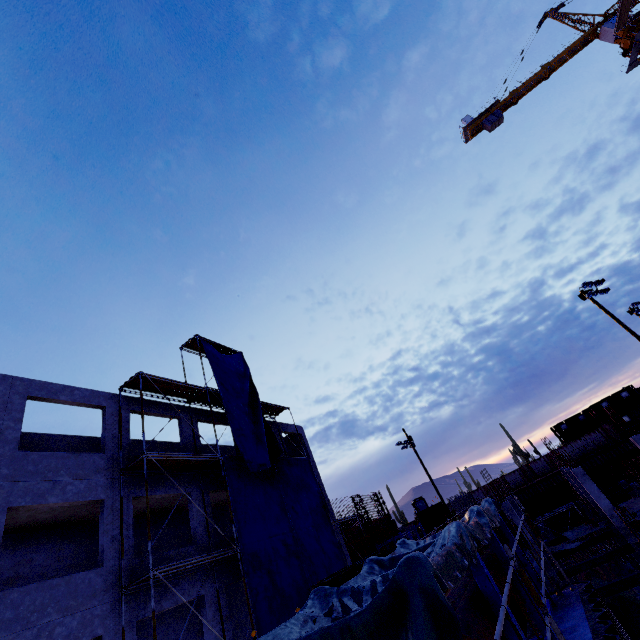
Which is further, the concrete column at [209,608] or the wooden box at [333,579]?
the concrete column at [209,608]

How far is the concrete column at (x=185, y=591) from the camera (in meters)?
12.45

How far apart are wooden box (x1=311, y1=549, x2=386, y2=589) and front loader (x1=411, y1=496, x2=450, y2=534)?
37.8 meters

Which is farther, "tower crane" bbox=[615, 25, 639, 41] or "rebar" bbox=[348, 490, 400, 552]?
"tower crane" bbox=[615, 25, 639, 41]

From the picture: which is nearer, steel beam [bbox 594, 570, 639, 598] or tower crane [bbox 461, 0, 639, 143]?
steel beam [bbox 594, 570, 639, 598]

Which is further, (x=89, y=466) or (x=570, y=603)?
(x=89, y=466)

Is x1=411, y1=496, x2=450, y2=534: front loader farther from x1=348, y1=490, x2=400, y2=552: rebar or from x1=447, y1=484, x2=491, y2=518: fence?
x1=348, y1=490, x2=400, y2=552: rebar

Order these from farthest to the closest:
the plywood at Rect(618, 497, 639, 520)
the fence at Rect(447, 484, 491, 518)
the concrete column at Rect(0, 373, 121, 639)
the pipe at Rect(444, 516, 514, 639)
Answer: the fence at Rect(447, 484, 491, 518) → the plywood at Rect(618, 497, 639, 520) → the concrete column at Rect(0, 373, 121, 639) → the pipe at Rect(444, 516, 514, 639)
